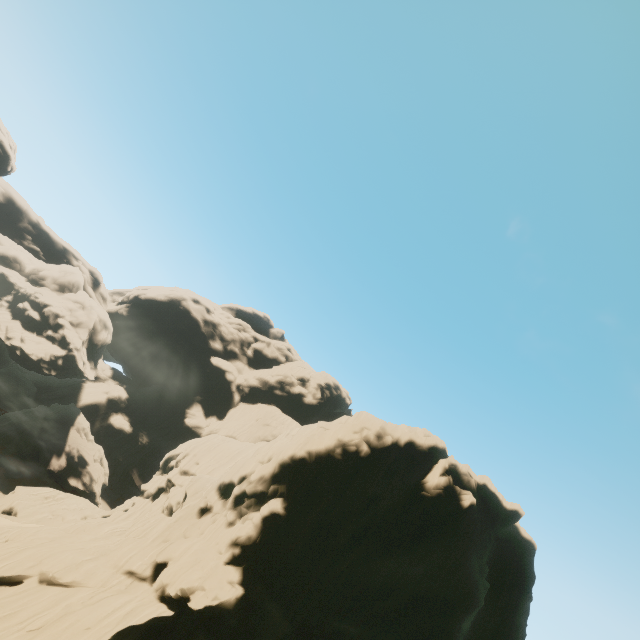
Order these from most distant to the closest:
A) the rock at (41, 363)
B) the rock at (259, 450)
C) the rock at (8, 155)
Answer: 1. the rock at (41, 363)
2. the rock at (8, 155)
3. the rock at (259, 450)

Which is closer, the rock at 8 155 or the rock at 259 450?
the rock at 259 450

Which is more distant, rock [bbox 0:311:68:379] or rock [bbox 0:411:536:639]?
rock [bbox 0:311:68:379]

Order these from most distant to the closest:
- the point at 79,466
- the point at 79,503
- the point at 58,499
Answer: the point at 79,466
the point at 79,503
the point at 58,499

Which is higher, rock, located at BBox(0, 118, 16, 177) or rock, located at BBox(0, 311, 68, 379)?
rock, located at BBox(0, 118, 16, 177)

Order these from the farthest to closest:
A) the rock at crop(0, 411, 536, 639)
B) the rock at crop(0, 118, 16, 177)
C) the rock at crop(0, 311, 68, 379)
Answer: the rock at crop(0, 311, 68, 379) → the rock at crop(0, 118, 16, 177) → the rock at crop(0, 411, 536, 639)
